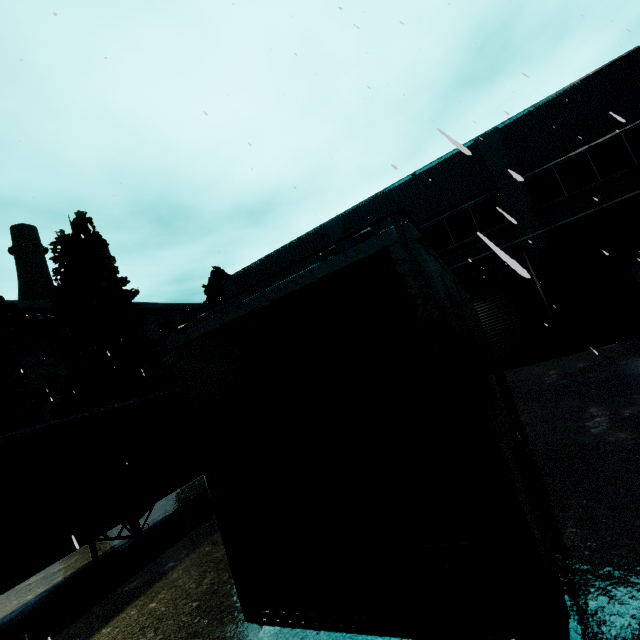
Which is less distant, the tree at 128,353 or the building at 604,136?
the building at 604,136

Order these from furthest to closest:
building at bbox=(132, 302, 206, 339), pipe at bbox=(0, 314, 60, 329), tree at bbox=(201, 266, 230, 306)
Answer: building at bbox=(132, 302, 206, 339) < pipe at bbox=(0, 314, 60, 329) < tree at bbox=(201, 266, 230, 306)

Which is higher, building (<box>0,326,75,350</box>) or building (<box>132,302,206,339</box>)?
building (<box>132,302,206,339</box>)

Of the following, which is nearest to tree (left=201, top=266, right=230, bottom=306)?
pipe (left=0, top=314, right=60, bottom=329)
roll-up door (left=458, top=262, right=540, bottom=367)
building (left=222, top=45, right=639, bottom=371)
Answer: building (left=222, top=45, right=639, bottom=371)

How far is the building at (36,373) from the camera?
26.0m

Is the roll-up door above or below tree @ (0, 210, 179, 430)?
below

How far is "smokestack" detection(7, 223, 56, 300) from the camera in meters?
34.2 m

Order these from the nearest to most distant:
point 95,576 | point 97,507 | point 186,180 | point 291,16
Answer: point 97,507, point 95,576, point 291,16, point 186,180
